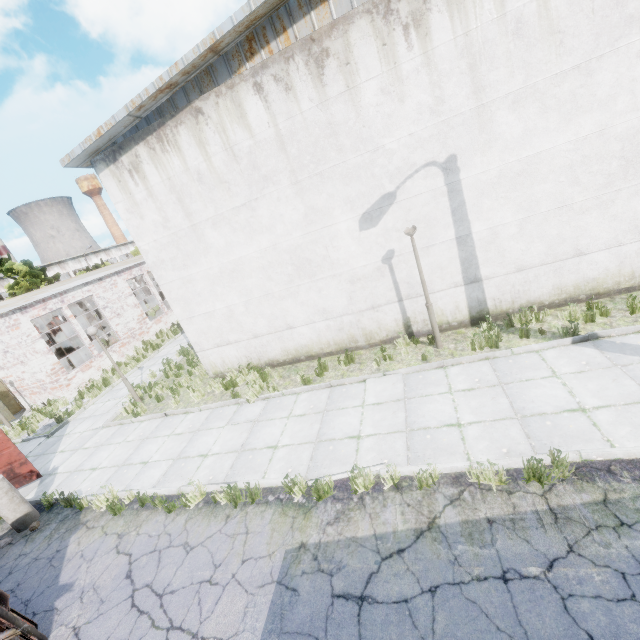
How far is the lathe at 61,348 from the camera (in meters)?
26.19

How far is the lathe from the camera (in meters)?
26.19

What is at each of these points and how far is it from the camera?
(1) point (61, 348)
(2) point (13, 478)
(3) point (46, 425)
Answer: (1) lathe, 26.7 meters
(2) truck dump back, 9.6 meters
(3) concrete debris, 13.9 meters

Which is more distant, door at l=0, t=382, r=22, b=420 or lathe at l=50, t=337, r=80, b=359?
lathe at l=50, t=337, r=80, b=359

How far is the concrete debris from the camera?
13.51m

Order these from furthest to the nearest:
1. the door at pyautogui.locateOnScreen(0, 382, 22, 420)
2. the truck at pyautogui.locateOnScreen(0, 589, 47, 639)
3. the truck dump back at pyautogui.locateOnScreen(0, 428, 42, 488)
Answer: the door at pyautogui.locateOnScreen(0, 382, 22, 420) < the truck dump back at pyautogui.locateOnScreen(0, 428, 42, 488) < the truck at pyautogui.locateOnScreen(0, 589, 47, 639)

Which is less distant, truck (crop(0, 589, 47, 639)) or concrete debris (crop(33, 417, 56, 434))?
truck (crop(0, 589, 47, 639))

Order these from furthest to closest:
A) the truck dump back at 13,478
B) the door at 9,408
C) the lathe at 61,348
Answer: the lathe at 61,348 → the door at 9,408 → the truck dump back at 13,478
